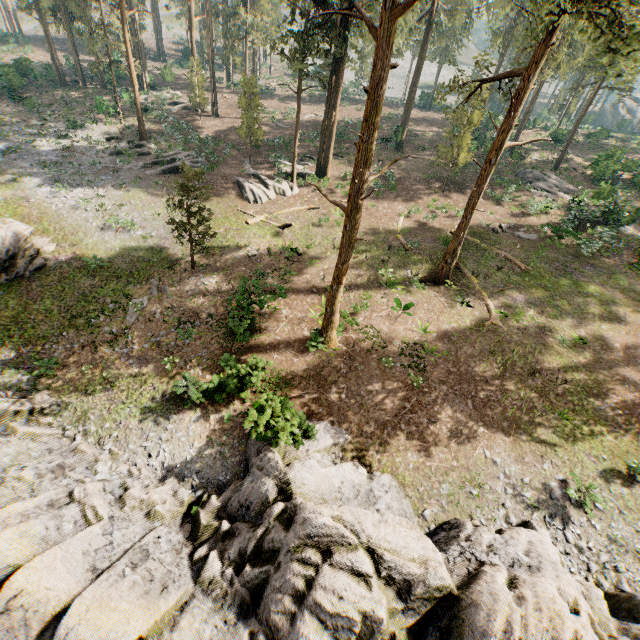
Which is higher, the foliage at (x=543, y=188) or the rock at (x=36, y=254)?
the foliage at (x=543, y=188)

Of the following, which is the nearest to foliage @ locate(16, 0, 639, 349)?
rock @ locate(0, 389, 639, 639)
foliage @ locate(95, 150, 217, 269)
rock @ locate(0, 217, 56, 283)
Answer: foliage @ locate(95, 150, 217, 269)

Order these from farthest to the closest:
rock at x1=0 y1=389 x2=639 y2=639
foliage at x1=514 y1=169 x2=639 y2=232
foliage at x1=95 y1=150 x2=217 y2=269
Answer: foliage at x1=514 y1=169 x2=639 y2=232
foliage at x1=95 y1=150 x2=217 y2=269
rock at x1=0 y1=389 x2=639 y2=639

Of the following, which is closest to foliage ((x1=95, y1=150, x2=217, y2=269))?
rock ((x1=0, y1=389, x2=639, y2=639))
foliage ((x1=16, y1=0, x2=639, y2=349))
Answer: foliage ((x1=16, y1=0, x2=639, y2=349))

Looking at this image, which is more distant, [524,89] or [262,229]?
[262,229]

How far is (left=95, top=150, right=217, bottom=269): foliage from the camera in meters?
17.5

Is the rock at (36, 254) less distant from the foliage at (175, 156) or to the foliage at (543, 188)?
the foliage at (543, 188)

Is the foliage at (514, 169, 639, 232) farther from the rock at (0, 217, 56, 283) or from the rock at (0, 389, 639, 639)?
the rock at (0, 217, 56, 283)
